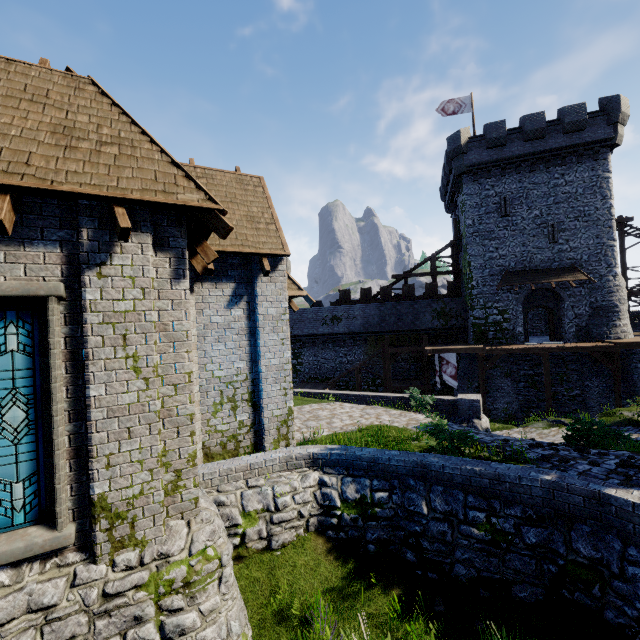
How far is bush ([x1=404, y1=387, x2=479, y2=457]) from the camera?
7.9 meters

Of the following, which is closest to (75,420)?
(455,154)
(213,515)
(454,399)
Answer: (213,515)

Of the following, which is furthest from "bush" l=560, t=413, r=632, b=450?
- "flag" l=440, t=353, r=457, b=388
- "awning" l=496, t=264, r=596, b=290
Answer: "awning" l=496, t=264, r=596, b=290

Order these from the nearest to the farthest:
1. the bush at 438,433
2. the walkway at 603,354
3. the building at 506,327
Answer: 1. the bush at 438,433
2. the walkway at 603,354
3. the building at 506,327

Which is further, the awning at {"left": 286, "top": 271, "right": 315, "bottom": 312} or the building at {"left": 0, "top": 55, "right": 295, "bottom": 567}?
the awning at {"left": 286, "top": 271, "right": 315, "bottom": 312}

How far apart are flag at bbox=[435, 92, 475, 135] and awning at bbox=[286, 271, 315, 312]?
24.2m

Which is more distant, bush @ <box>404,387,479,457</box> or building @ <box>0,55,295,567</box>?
bush @ <box>404,387,479,457</box>

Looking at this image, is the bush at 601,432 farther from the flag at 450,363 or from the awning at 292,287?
the flag at 450,363
